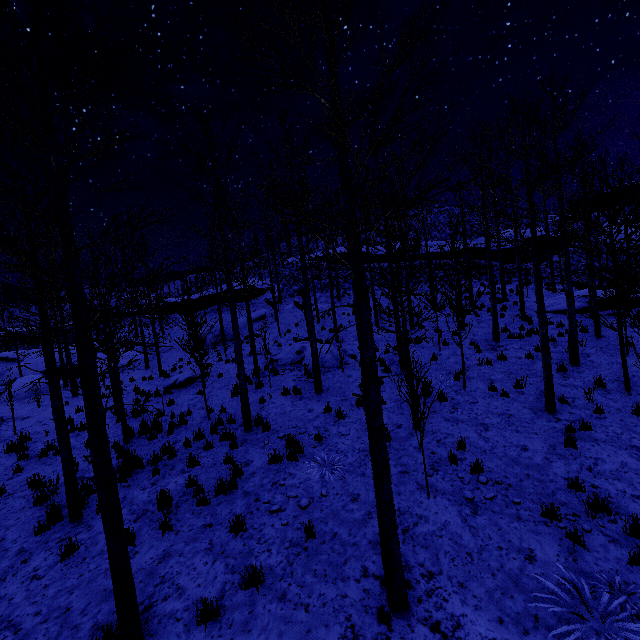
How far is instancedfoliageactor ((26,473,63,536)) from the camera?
6.6m

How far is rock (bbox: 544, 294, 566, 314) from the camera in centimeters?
1695cm

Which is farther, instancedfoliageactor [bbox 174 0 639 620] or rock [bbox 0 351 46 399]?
rock [bbox 0 351 46 399]

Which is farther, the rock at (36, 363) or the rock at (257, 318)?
the rock at (36, 363)

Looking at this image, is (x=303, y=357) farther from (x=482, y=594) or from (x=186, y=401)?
(x=482, y=594)

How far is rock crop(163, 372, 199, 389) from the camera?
15.4 meters

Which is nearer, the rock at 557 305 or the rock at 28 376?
the rock at 557 305

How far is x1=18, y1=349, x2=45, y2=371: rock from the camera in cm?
2740
